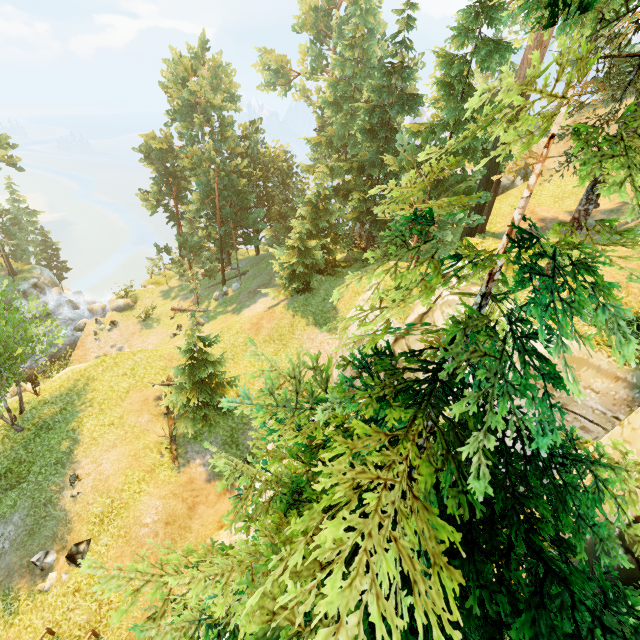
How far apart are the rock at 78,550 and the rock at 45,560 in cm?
51

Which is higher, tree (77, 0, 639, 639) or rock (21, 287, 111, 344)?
tree (77, 0, 639, 639)

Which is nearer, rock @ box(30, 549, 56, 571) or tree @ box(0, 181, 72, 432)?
rock @ box(30, 549, 56, 571)

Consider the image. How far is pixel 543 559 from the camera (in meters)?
2.53

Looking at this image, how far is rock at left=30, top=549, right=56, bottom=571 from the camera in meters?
13.2

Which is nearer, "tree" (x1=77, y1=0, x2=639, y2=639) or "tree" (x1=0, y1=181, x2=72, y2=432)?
"tree" (x1=77, y1=0, x2=639, y2=639)

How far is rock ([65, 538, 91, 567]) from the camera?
13.24m

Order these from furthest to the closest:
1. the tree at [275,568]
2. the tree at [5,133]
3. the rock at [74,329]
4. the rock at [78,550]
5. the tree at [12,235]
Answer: the rock at [74,329] → the tree at [5,133] → the tree at [12,235] → the rock at [78,550] → the tree at [275,568]
